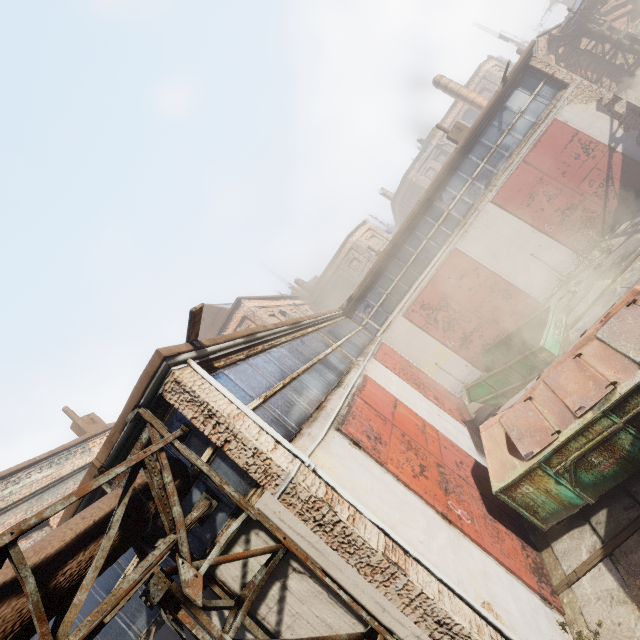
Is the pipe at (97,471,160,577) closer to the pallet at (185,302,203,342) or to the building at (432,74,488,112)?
the pallet at (185,302,203,342)

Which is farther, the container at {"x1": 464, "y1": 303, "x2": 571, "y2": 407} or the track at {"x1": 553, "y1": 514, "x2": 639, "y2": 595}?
the container at {"x1": 464, "y1": 303, "x2": 571, "y2": 407}

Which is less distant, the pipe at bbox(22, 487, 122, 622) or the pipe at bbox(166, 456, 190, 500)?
the pipe at bbox(22, 487, 122, 622)

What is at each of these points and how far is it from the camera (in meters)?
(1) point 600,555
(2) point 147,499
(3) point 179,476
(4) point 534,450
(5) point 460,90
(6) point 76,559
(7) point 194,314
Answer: (1) track, 4.80
(2) pipe, 3.75
(3) pipe, 4.27
(4) trash container, 5.45
(5) building, 24.34
(6) pipe, 2.94
(7) pallet, 4.37

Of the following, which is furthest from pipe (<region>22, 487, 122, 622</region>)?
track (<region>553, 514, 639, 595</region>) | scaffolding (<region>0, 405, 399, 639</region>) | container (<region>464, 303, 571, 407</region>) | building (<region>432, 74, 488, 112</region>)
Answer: building (<region>432, 74, 488, 112</region>)

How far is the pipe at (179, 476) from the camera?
4.2m

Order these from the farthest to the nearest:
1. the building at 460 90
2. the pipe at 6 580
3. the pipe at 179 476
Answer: the building at 460 90 → the pipe at 179 476 → the pipe at 6 580

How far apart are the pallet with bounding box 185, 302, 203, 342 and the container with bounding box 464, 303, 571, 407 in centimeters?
770cm
